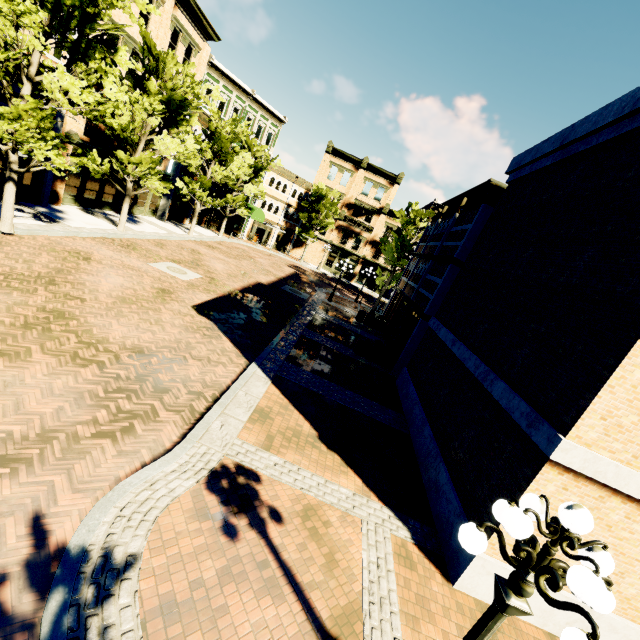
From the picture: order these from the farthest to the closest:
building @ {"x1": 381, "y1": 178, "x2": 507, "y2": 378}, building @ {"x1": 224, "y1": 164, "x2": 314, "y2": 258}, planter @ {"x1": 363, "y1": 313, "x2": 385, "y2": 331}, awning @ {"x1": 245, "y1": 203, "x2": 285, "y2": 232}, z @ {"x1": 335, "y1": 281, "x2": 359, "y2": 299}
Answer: building @ {"x1": 224, "y1": 164, "x2": 314, "y2": 258} < awning @ {"x1": 245, "y1": 203, "x2": 285, "y2": 232} < z @ {"x1": 335, "y1": 281, "x2": 359, "y2": 299} < planter @ {"x1": 363, "y1": 313, "x2": 385, "y2": 331} < building @ {"x1": 381, "y1": 178, "x2": 507, "y2": 378}

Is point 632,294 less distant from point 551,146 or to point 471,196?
point 551,146

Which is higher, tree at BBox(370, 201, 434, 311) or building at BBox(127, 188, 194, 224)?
tree at BBox(370, 201, 434, 311)

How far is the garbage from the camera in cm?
1603

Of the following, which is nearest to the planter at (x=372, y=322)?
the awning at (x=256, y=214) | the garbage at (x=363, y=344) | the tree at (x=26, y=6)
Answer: the tree at (x=26, y=6)

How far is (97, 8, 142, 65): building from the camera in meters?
17.3

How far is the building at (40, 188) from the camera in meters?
16.5
